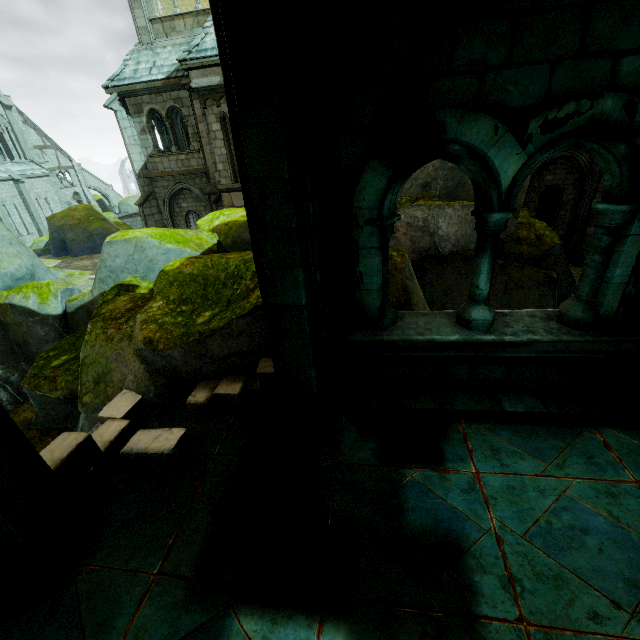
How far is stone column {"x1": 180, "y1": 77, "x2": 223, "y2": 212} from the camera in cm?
1300

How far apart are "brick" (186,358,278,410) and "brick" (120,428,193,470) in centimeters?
49cm

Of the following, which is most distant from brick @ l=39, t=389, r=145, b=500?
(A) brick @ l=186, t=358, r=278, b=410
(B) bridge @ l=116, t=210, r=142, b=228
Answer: (B) bridge @ l=116, t=210, r=142, b=228

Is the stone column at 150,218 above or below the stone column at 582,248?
above

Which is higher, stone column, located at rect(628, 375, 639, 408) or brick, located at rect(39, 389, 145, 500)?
stone column, located at rect(628, 375, 639, 408)

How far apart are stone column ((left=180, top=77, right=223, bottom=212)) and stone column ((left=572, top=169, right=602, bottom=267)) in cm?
1630

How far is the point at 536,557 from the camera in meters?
2.4

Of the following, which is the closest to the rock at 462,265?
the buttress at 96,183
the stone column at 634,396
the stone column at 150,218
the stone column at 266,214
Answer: the stone column at 266,214
